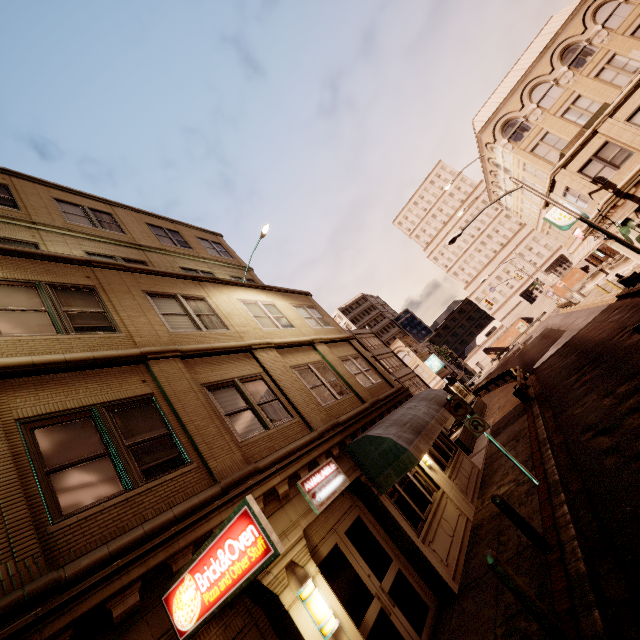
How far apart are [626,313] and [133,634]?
23.1m

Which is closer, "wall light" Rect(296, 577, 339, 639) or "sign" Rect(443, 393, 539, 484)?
"wall light" Rect(296, 577, 339, 639)

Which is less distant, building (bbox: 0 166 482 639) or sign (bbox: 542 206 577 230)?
building (bbox: 0 166 482 639)

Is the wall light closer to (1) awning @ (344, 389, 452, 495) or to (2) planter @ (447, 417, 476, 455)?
(1) awning @ (344, 389, 452, 495)

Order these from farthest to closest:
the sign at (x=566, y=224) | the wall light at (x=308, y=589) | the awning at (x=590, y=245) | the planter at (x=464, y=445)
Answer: the awning at (x=590, y=245) < the sign at (x=566, y=224) < the planter at (x=464, y=445) < the wall light at (x=308, y=589)

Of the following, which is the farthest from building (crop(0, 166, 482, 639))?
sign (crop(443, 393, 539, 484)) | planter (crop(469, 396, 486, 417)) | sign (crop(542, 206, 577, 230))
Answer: sign (crop(542, 206, 577, 230))

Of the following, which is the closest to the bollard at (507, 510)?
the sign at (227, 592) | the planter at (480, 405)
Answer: the sign at (227, 592)

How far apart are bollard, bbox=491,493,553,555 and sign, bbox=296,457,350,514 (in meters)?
3.18
